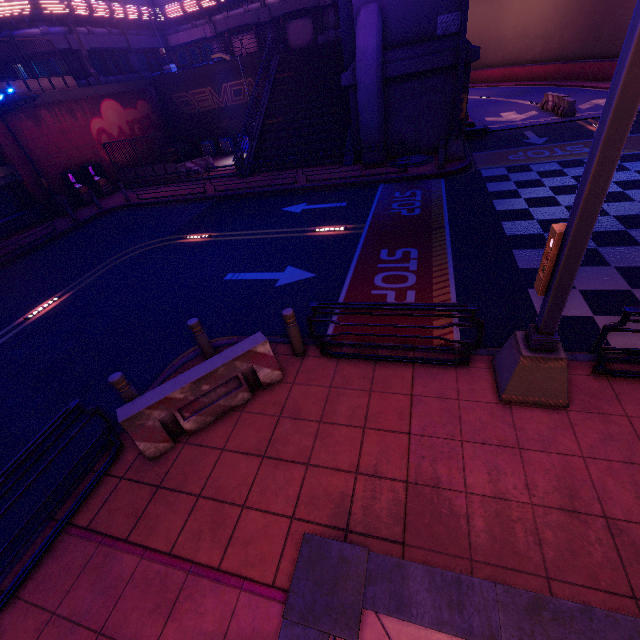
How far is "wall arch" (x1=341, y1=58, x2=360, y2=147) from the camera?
15.27m

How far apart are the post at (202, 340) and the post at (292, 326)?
1.6 meters

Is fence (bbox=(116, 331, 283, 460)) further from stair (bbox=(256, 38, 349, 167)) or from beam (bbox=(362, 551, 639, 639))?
stair (bbox=(256, 38, 349, 167))

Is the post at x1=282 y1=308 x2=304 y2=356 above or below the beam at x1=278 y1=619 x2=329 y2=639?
above

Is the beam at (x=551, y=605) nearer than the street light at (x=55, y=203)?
Yes

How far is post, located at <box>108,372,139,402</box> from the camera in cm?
509

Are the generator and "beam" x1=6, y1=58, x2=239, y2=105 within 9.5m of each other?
yes

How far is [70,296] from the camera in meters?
10.8 m
